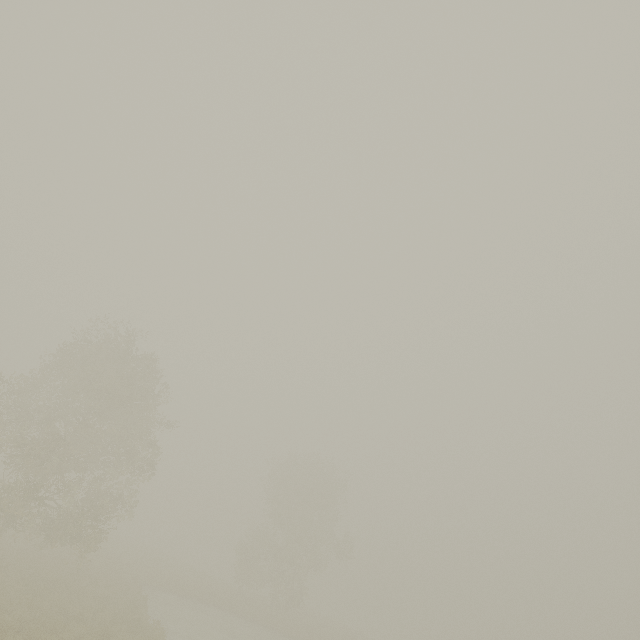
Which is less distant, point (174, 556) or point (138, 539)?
point (174, 556)
